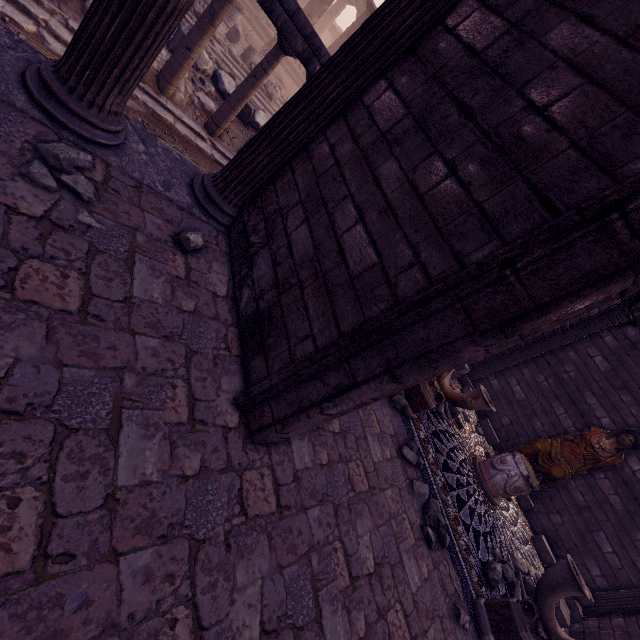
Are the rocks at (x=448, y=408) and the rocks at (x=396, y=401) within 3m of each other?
yes

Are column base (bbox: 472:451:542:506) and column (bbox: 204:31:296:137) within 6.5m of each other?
no

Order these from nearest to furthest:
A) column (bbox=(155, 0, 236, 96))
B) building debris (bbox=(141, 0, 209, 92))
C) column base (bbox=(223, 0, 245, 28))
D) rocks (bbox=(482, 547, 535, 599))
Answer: rocks (bbox=(482, 547, 535, 599)) → column (bbox=(155, 0, 236, 96)) → building debris (bbox=(141, 0, 209, 92)) → column base (bbox=(223, 0, 245, 28))

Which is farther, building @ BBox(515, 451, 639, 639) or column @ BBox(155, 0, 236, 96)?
Result: building @ BBox(515, 451, 639, 639)

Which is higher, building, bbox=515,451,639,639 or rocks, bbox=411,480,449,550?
building, bbox=515,451,639,639

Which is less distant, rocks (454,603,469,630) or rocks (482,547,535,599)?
rocks (454,603,469,630)

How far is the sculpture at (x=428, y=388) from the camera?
4.7 meters

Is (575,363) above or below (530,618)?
above
